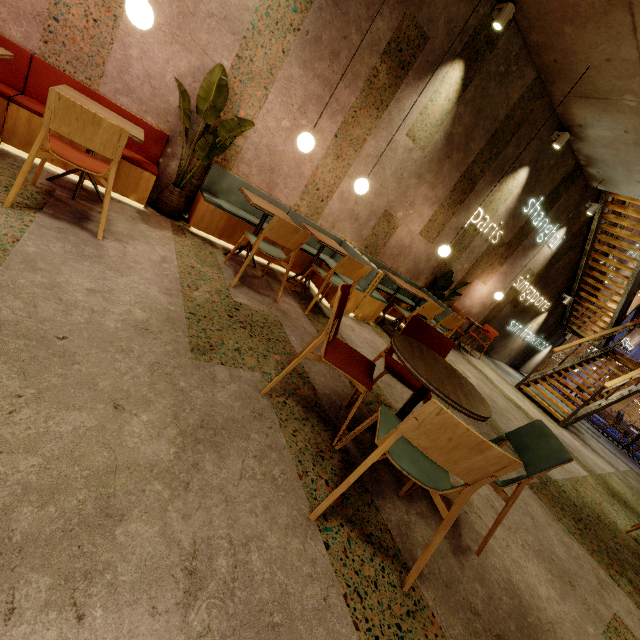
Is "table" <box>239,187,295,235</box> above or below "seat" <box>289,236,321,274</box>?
above

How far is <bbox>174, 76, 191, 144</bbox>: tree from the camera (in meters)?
3.18

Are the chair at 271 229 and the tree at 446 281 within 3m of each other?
no

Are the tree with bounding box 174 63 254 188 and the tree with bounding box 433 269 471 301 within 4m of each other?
no

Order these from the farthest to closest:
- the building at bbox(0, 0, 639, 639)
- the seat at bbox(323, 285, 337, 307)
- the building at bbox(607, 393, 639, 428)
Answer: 1. the building at bbox(607, 393, 639, 428)
2. the seat at bbox(323, 285, 337, 307)
3. the building at bbox(0, 0, 639, 639)

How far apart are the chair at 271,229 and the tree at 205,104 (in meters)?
0.91

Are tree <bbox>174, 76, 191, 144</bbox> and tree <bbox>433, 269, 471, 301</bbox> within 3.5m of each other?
no

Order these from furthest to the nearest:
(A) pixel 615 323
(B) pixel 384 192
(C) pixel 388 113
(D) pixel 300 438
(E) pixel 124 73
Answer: (A) pixel 615 323, (B) pixel 384 192, (C) pixel 388 113, (E) pixel 124 73, (D) pixel 300 438
